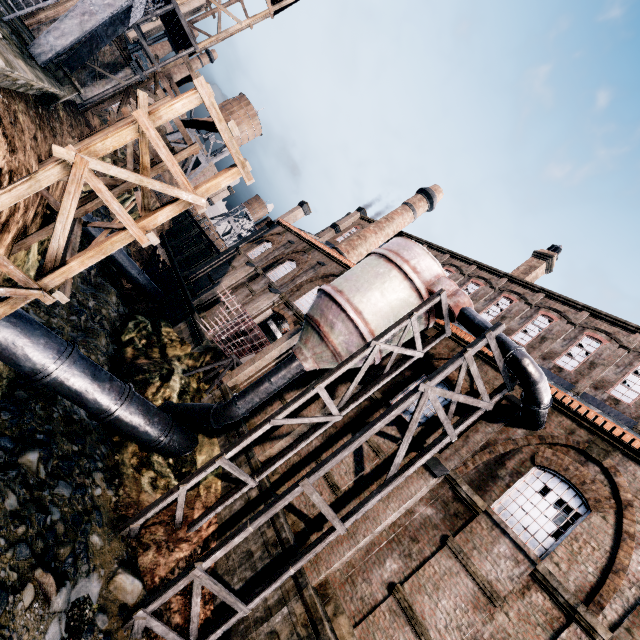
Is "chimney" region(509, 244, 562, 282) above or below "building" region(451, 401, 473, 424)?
above

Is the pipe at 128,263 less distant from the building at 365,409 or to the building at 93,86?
the building at 365,409

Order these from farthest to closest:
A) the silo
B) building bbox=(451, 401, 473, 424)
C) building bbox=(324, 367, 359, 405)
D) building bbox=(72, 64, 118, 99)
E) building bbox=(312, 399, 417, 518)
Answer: building bbox=(72, 64, 118, 99) → building bbox=(324, 367, 359, 405) → building bbox=(451, 401, 473, 424) → building bbox=(312, 399, 417, 518) → the silo

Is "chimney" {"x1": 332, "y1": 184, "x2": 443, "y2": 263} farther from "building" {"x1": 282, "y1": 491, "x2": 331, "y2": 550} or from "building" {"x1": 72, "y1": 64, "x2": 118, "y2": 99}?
"building" {"x1": 72, "y1": 64, "x2": 118, "y2": 99}

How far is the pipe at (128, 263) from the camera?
28.89m

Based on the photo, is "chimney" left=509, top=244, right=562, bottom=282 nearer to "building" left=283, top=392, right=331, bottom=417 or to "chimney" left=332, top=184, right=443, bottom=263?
"building" left=283, top=392, right=331, bottom=417

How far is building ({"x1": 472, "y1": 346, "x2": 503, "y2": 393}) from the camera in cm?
1511

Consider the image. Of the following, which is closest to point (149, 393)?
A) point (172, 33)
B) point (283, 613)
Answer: point (283, 613)
